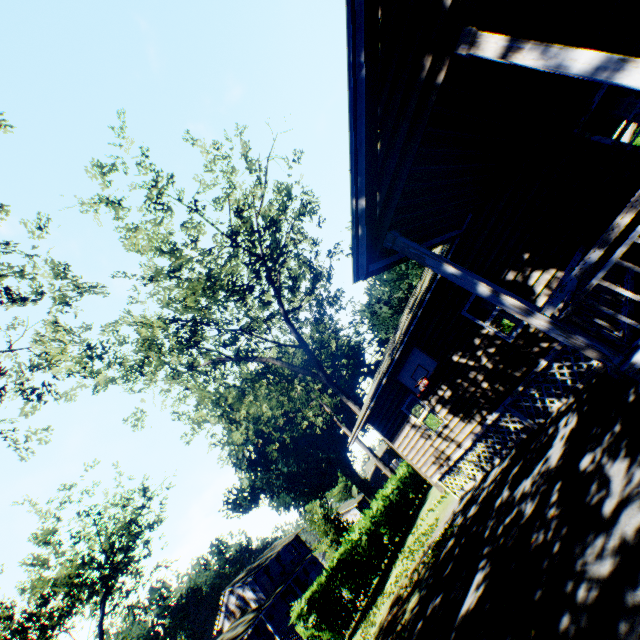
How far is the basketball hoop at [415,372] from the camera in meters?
10.9 m

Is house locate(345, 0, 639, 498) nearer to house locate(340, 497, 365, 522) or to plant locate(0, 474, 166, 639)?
plant locate(0, 474, 166, 639)

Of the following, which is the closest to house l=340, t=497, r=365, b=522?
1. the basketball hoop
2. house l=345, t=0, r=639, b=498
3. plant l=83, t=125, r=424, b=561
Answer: plant l=83, t=125, r=424, b=561

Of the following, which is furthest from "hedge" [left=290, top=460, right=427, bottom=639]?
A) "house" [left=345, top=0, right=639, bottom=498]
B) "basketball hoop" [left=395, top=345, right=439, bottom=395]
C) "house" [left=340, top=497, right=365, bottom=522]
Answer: "house" [left=340, top=497, right=365, bottom=522]

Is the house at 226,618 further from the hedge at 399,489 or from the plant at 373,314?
the hedge at 399,489

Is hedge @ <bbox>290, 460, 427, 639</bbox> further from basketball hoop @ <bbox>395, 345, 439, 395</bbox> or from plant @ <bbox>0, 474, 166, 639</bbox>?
basketball hoop @ <bbox>395, 345, 439, 395</bbox>

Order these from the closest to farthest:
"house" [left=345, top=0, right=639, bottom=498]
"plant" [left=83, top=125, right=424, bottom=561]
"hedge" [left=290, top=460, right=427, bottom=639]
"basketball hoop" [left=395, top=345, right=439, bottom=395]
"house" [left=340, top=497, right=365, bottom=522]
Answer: "house" [left=345, top=0, right=639, bottom=498], "basketball hoop" [left=395, top=345, right=439, bottom=395], "hedge" [left=290, top=460, right=427, bottom=639], "plant" [left=83, top=125, right=424, bottom=561], "house" [left=340, top=497, right=365, bottom=522]

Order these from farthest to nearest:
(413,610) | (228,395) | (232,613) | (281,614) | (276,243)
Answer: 1. (232,613)
2. (281,614)
3. (228,395)
4. (276,243)
5. (413,610)
